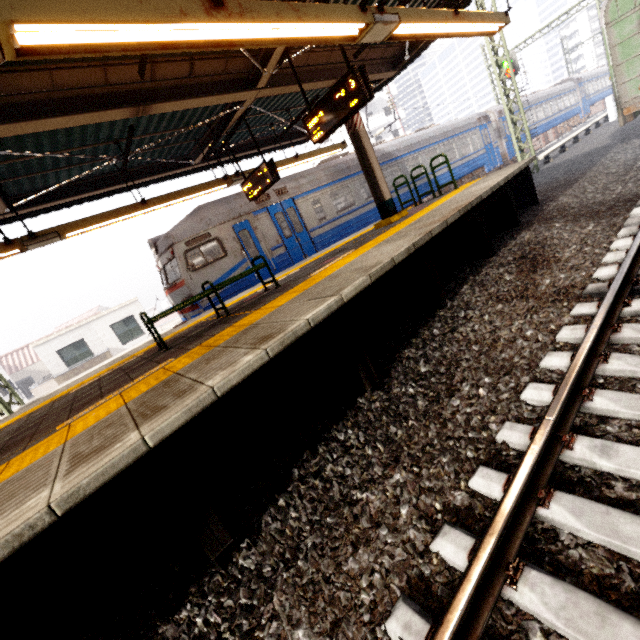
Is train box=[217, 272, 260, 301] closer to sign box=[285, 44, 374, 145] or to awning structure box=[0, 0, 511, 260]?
awning structure box=[0, 0, 511, 260]

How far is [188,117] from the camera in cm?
747

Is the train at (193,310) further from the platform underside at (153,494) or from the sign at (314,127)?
the sign at (314,127)

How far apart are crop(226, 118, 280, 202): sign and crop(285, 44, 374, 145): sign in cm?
164

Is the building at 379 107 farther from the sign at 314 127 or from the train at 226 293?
the sign at 314 127

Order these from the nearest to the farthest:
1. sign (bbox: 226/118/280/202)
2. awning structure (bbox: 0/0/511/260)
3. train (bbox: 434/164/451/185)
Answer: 1. awning structure (bbox: 0/0/511/260)
2. sign (bbox: 226/118/280/202)
3. train (bbox: 434/164/451/185)

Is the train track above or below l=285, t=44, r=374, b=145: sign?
below

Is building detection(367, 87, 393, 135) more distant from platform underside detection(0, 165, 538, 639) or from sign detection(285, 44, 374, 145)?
sign detection(285, 44, 374, 145)
